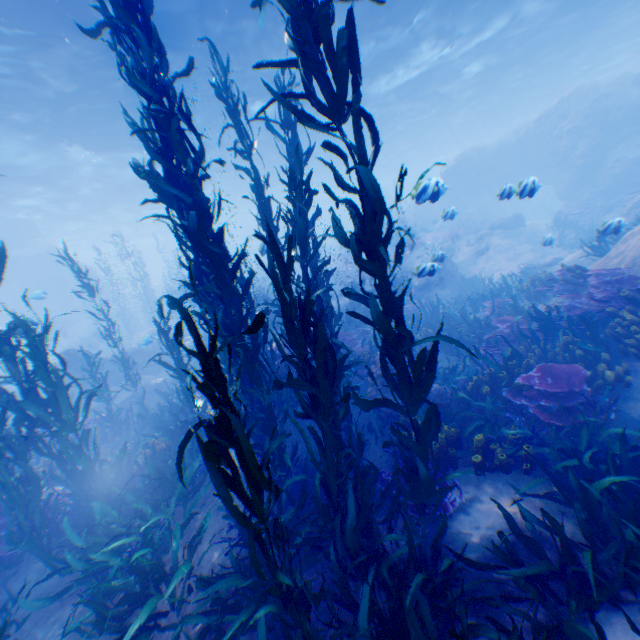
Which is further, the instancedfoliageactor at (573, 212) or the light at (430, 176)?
the instancedfoliageactor at (573, 212)

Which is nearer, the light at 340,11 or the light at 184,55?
the light at 184,55

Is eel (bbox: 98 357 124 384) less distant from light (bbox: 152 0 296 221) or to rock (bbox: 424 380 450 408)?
rock (bbox: 424 380 450 408)

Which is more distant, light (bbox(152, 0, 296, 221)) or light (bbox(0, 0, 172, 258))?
light (bbox(152, 0, 296, 221))

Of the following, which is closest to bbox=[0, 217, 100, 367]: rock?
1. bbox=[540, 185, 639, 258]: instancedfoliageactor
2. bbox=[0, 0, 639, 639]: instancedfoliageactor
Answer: bbox=[540, 185, 639, 258]: instancedfoliageactor

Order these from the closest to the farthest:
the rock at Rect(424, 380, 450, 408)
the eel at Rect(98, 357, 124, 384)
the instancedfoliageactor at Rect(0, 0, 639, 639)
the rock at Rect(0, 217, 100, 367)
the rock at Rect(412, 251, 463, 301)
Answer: the instancedfoliageactor at Rect(0, 0, 639, 639) < the rock at Rect(424, 380, 450, 408) < the rock at Rect(412, 251, 463, 301) < the eel at Rect(98, 357, 124, 384) < the rock at Rect(0, 217, 100, 367)

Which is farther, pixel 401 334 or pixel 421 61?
pixel 421 61

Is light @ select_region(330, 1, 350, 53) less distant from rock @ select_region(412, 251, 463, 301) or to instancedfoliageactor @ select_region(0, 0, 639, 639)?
rock @ select_region(412, 251, 463, 301)
